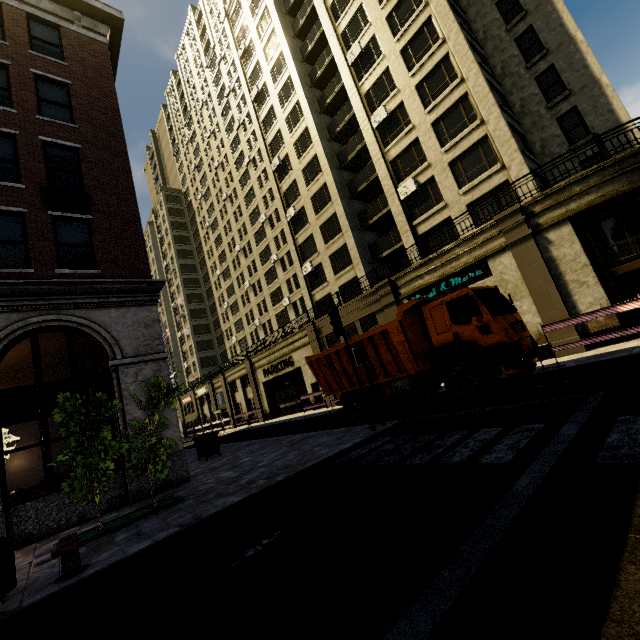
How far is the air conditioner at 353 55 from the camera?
23.7 meters

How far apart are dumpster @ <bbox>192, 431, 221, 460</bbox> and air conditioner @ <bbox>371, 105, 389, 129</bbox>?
22.6m

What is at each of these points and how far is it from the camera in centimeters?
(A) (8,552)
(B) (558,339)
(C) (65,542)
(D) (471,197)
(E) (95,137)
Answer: (A) trash bin, 464cm
(B) building, 1382cm
(C) metal bar, 502cm
(D) building, 1891cm
(E) building, 1237cm

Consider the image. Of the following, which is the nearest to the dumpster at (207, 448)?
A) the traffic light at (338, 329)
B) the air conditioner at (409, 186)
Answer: the traffic light at (338, 329)

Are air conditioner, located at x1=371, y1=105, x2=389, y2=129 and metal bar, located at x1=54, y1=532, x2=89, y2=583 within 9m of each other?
no

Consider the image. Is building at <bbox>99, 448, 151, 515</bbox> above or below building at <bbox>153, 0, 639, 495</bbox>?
below

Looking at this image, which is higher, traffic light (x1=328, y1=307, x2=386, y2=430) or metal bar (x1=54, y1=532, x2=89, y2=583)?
traffic light (x1=328, y1=307, x2=386, y2=430)

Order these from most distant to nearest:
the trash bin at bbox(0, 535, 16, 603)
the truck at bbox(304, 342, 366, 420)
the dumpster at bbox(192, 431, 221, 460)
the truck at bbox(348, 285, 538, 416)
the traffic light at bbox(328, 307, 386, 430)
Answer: the dumpster at bbox(192, 431, 221, 460) → the truck at bbox(304, 342, 366, 420) → the traffic light at bbox(328, 307, 386, 430) → the truck at bbox(348, 285, 538, 416) → the trash bin at bbox(0, 535, 16, 603)
